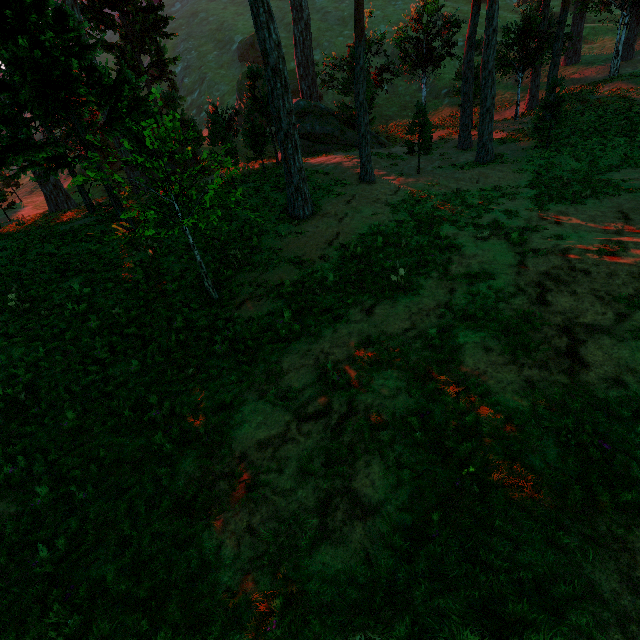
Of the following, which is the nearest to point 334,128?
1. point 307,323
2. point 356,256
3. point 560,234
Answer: point 356,256
